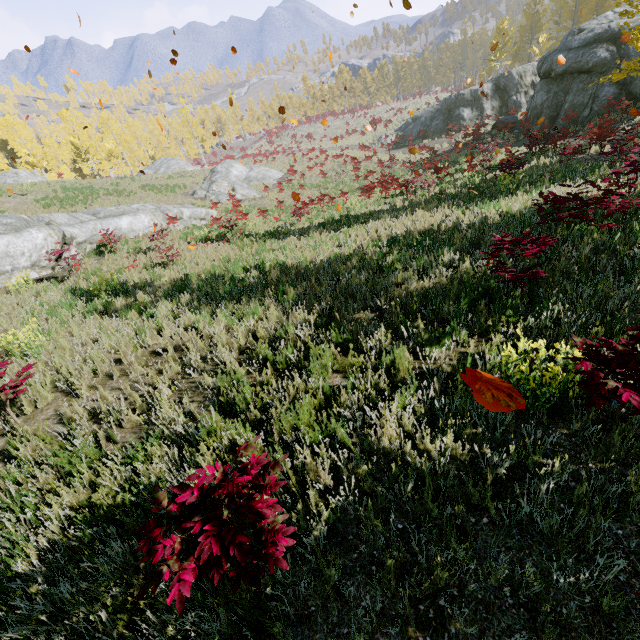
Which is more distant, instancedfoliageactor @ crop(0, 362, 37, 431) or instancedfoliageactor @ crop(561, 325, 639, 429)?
instancedfoliageactor @ crop(0, 362, 37, 431)

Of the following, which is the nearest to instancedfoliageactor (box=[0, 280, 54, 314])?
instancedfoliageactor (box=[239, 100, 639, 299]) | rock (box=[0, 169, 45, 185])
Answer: instancedfoliageactor (box=[239, 100, 639, 299])

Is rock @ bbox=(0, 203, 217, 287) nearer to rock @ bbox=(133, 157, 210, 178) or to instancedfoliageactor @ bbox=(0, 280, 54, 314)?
instancedfoliageactor @ bbox=(0, 280, 54, 314)

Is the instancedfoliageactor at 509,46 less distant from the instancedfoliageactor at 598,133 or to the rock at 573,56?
the rock at 573,56

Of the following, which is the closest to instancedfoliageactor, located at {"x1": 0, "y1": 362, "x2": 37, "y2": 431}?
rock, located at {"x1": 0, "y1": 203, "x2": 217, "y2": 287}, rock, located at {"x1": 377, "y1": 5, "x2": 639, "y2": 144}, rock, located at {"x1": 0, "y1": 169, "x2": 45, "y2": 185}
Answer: rock, located at {"x1": 377, "y1": 5, "x2": 639, "y2": 144}

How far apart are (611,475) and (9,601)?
5.0 meters

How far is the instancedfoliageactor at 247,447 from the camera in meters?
2.2

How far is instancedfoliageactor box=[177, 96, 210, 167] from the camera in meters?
52.3 m
